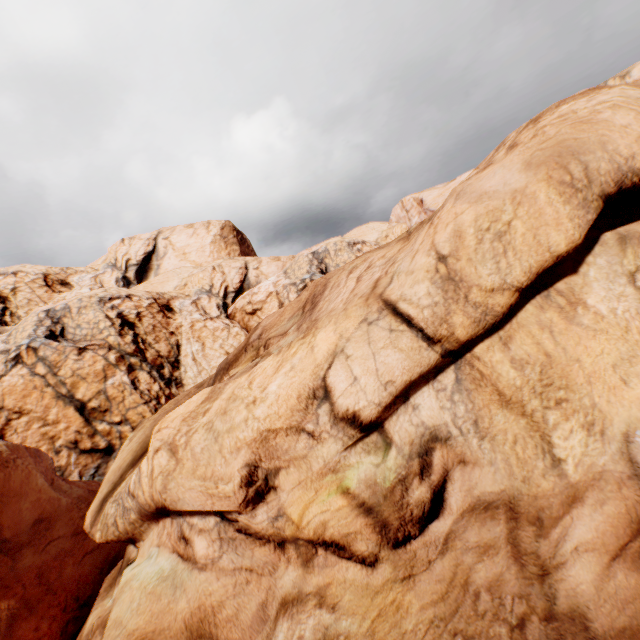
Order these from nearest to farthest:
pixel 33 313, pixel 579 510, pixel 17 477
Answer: pixel 579 510 → pixel 17 477 → pixel 33 313
